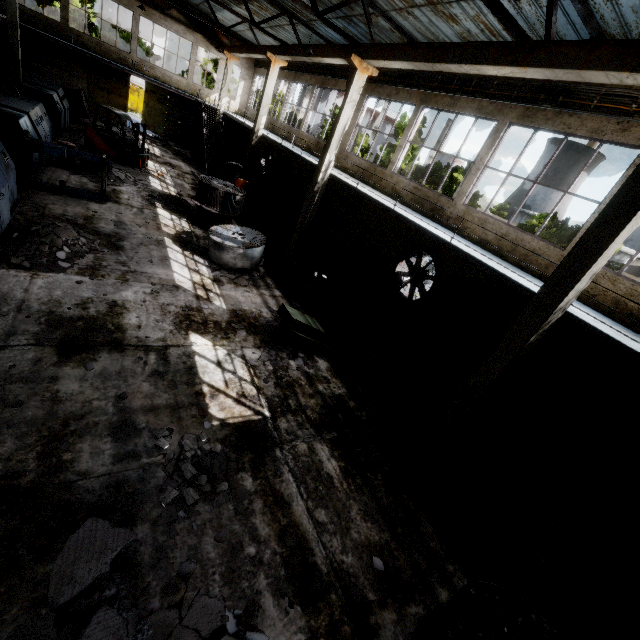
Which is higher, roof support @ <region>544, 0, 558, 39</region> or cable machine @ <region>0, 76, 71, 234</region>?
roof support @ <region>544, 0, 558, 39</region>

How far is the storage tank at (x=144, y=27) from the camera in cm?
5842

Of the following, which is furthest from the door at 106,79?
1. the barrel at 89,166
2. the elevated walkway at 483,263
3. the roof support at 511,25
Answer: the roof support at 511,25

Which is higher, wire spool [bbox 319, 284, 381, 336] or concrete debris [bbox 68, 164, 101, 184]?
wire spool [bbox 319, 284, 381, 336]

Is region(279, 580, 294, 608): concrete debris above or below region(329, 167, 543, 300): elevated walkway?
below

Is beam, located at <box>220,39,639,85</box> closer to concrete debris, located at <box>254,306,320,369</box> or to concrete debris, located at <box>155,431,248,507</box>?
concrete debris, located at <box>254,306,320,369</box>

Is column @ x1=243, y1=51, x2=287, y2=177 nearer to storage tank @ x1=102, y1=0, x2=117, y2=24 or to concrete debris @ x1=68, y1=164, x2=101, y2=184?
concrete debris @ x1=68, y1=164, x2=101, y2=184

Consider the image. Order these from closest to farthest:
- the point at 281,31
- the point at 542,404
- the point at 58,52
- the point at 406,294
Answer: the point at 542,404
the point at 406,294
the point at 281,31
the point at 58,52
